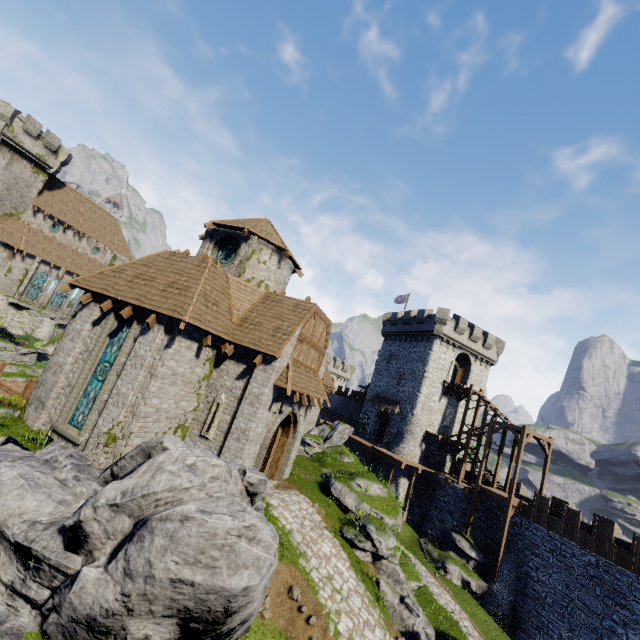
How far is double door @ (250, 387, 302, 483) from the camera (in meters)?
14.20

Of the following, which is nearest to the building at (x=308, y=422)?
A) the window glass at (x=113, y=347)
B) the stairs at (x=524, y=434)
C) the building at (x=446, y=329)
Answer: the window glass at (x=113, y=347)

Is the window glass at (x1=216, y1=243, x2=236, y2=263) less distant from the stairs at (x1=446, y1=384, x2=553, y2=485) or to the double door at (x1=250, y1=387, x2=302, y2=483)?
the double door at (x1=250, y1=387, x2=302, y2=483)

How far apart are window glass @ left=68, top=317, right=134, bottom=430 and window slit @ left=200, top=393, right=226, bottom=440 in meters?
4.0 m

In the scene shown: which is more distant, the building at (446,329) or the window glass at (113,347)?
the building at (446,329)

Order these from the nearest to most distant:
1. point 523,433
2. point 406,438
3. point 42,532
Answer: point 42,532 < point 523,433 < point 406,438

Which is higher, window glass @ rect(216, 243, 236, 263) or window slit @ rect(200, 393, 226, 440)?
window glass @ rect(216, 243, 236, 263)

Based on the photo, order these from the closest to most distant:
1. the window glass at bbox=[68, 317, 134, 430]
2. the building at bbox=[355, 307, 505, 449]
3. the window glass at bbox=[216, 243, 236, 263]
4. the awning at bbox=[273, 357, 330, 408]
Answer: the window glass at bbox=[68, 317, 134, 430], the awning at bbox=[273, 357, 330, 408], the window glass at bbox=[216, 243, 236, 263], the building at bbox=[355, 307, 505, 449]
